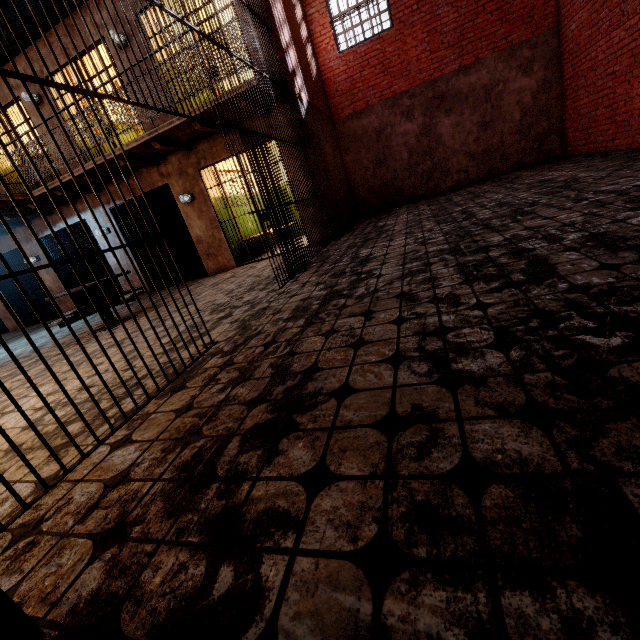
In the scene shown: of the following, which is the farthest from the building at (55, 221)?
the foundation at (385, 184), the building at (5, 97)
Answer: the foundation at (385, 184)

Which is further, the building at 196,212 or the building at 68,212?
the building at 68,212

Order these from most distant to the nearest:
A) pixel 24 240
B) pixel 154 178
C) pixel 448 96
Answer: pixel 24 240 < pixel 448 96 < pixel 154 178

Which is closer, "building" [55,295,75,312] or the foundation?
the foundation

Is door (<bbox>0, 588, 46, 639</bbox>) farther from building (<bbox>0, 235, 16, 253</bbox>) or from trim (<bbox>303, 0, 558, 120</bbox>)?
trim (<bbox>303, 0, 558, 120</bbox>)

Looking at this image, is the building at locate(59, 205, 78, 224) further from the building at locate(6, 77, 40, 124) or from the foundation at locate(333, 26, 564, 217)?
the foundation at locate(333, 26, 564, 217)

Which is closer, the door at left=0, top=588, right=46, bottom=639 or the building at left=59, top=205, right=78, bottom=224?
the door at left=0, top=588, right=46, bottom=639
